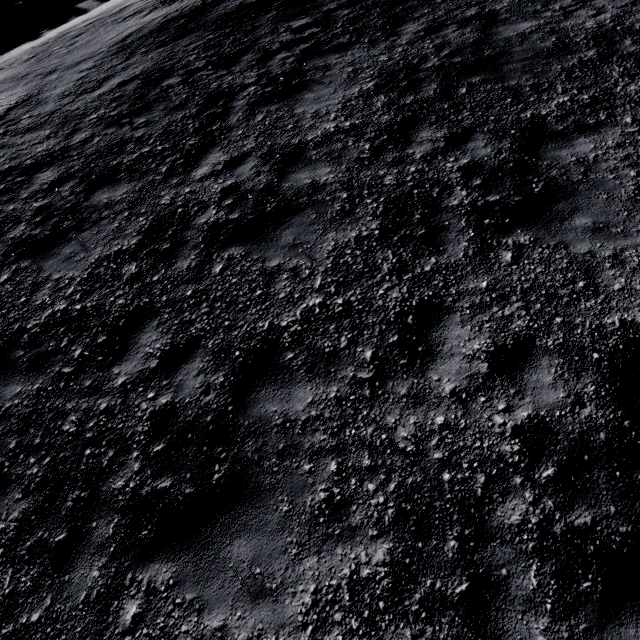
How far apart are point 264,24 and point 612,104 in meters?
9.1
